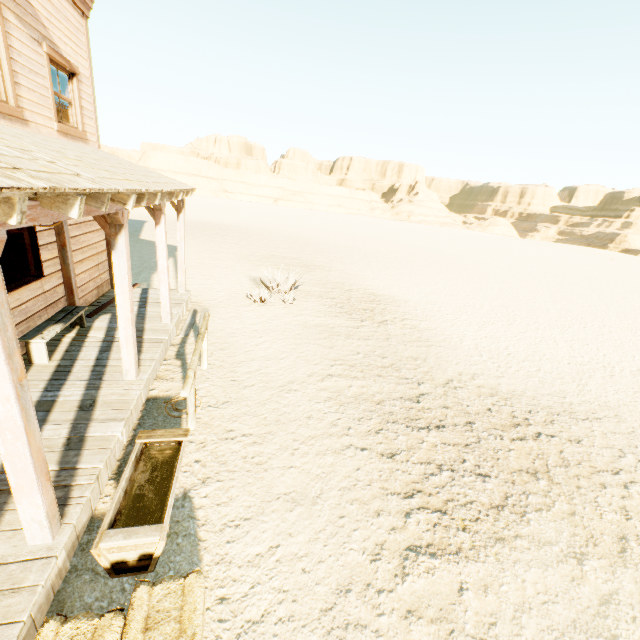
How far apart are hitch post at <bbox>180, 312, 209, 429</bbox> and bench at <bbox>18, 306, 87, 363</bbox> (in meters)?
2.25

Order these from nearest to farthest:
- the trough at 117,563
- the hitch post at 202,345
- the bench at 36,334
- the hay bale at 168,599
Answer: the hay bale at 168,599
the trough at 117,563
the hitch post at 202,345
the bench at 36,334

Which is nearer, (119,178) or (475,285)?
(119,178)

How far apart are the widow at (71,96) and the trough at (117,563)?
6.1m

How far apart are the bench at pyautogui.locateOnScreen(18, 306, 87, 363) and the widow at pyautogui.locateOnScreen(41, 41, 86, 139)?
3.3 meters

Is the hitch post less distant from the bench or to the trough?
the trough

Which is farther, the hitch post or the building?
the hitch post

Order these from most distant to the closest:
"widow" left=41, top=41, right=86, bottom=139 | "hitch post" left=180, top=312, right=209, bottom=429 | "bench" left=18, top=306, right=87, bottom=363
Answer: "widow" left=41, top=41, right=86, bottom=139
"bench" left=18, top=306, right=87, bottom=363
"hitch post" left=180, top=312, right=209, bottom=429
